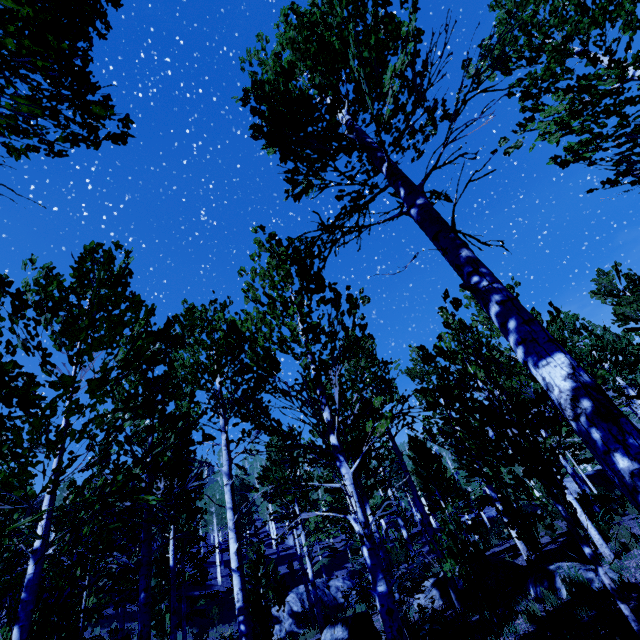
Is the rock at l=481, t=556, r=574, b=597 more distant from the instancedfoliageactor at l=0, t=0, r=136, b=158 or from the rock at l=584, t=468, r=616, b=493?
the rock at l=584, t=468, r=616, b=493

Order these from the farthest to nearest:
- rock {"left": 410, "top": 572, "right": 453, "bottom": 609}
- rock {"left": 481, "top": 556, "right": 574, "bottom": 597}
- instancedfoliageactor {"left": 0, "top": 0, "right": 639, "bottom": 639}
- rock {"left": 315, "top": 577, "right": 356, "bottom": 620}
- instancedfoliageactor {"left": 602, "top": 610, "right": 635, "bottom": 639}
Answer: rock {"left": 315, "top": 577, "right": 356, "bottom": 620} → rock {"left": 410, "top": 572, "right": 453, "bottom": 609} → rock {"left": 481, "top": 556, "right": 574, "bottom": 597} → instancedfoliageactor {"left": 602, "top": 610, "right": 635, "bottom": 639} → instancedfoliageactor {"left": 0, "top": 0, "right": 639, "bottom": 639}

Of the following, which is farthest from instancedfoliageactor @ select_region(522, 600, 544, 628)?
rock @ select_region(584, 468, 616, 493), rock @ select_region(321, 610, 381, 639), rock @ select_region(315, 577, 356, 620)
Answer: rock @ select_region(315, 577, 356, 620)

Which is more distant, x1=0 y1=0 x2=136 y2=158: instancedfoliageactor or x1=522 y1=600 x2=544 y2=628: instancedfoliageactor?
x1=522 y1=600 x2=544 y2=628: instancedfoliageactor

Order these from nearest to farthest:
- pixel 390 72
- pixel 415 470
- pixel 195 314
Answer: pixel 390 72
pixel 195 314
pixel 415 470

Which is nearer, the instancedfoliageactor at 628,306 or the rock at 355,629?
the rock at 355,629

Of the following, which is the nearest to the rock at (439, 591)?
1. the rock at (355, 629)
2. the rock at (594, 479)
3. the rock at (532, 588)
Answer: the rock at (532, 588)

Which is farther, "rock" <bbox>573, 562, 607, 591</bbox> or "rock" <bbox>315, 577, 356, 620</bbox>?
"rock" <bbox>315, 577, 356, 620</bbox>
